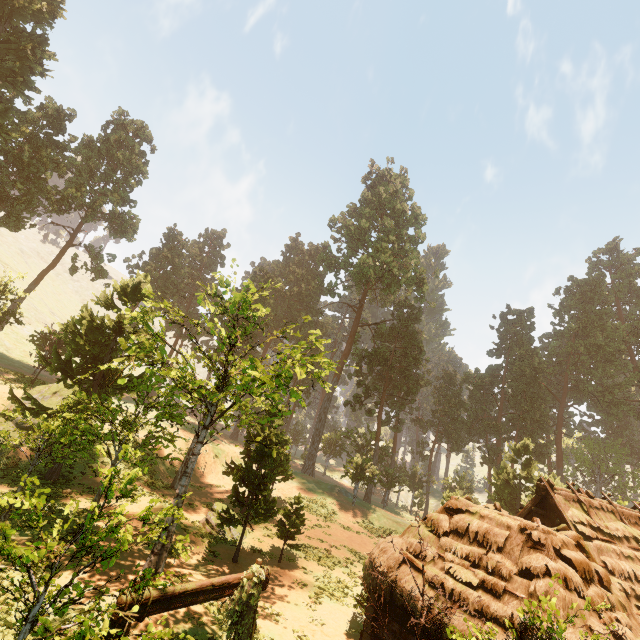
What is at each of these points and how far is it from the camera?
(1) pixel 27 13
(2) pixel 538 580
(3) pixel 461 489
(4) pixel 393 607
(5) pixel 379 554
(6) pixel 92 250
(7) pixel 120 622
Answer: (1) treerock, 26.1m
(2) building, 8.6m
(3) treerock, 49.5m
(4) building, 10.4m
(5) building, 11.0m
(6) treerock, 36.1m
(7) fence arch, 5.6m

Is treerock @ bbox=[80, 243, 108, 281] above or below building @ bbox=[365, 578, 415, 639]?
above

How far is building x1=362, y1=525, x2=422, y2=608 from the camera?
9.9m

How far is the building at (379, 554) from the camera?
9.9m

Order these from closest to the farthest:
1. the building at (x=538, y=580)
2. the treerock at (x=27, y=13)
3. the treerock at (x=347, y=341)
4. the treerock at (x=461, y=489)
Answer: the building at (x=538, y=580) → the treerock at (x=347, y=341) → the treerock at (x=461, y=489) → the treerock at (x=27, y=13)

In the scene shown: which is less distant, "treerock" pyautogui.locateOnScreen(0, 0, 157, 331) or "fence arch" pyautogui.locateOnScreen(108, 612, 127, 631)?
"fence arch" pyautogui.locateOnScreen(108, 612, 127, 631)

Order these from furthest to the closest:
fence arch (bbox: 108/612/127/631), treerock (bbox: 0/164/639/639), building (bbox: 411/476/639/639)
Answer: treerock (bbox: 0/164/639/639), building (bbox: 411/476/639/639), fence arch (bbox: 108/612/127/631)

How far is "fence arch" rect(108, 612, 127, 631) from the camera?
5.6m
